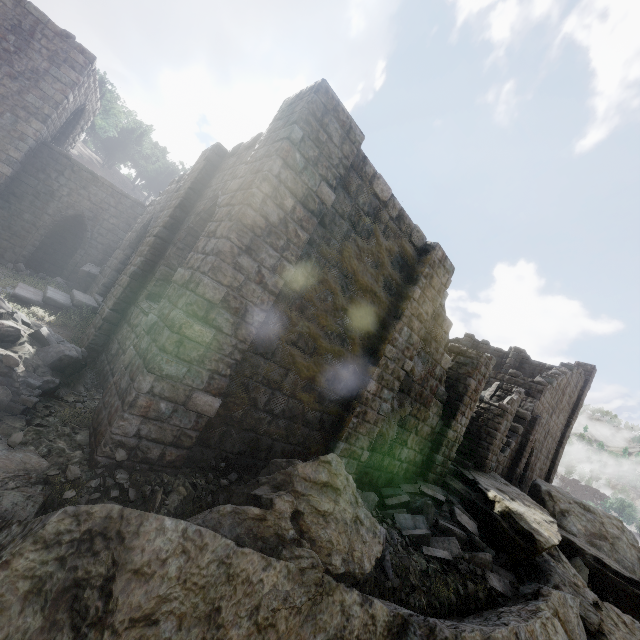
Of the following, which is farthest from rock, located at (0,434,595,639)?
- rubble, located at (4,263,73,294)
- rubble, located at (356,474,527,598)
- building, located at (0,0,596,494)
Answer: rubble, located at (4,263,73,294)

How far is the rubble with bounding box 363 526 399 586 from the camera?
6.3 meters

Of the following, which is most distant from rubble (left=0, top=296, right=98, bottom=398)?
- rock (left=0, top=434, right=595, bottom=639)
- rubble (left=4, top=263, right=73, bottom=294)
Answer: rubble (left=4, top=263, right=73, bottom=294)

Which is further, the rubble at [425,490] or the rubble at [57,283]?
the rubble at [57,283]

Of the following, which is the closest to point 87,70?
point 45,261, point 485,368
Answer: point 45,261

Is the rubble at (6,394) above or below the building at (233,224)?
below

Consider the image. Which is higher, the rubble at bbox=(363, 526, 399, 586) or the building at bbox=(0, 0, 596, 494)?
the building at bbox=(0, 0, 596, 494)

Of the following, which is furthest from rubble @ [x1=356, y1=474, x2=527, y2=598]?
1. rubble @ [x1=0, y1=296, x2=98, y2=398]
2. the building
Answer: rubble @ [x1=0, y1=296, x2=98, y2=398]
